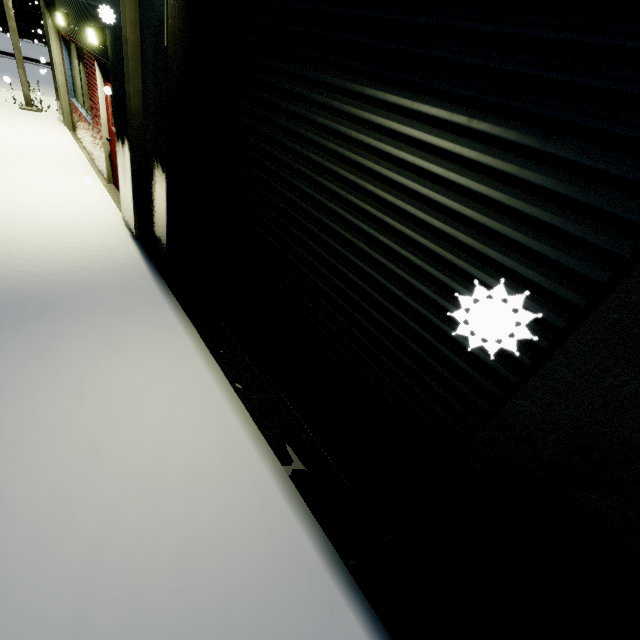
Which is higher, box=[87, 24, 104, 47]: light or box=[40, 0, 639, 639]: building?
box=[87, 24, 104, 47]: light

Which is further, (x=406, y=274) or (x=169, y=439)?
(x=169, y=439)

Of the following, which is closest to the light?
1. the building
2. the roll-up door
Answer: the building

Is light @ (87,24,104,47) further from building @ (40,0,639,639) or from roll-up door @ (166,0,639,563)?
roll-up door @ (166,0,639,563)

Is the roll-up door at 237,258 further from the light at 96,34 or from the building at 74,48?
the light at 96,34

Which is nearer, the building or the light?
the building

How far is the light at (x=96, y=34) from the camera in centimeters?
555cm

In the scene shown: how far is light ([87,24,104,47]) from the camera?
5.55m
